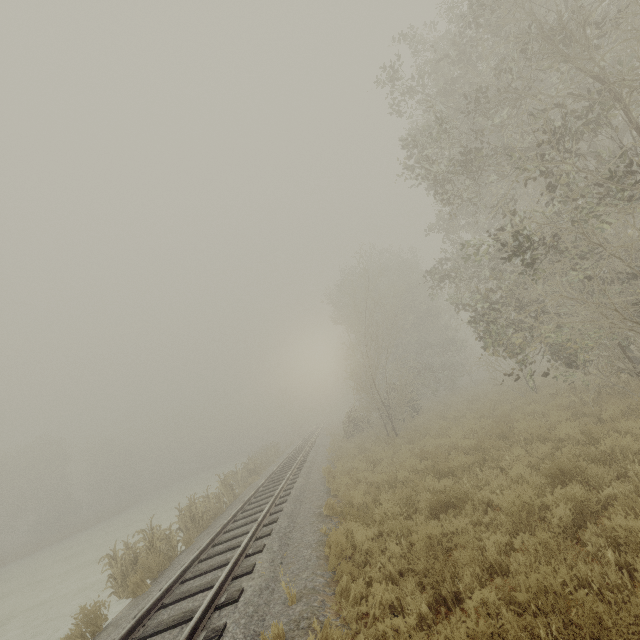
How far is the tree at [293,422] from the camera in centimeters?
5178cm

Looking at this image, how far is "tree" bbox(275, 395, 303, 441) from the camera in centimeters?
5178cm

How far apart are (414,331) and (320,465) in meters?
17.5 m
